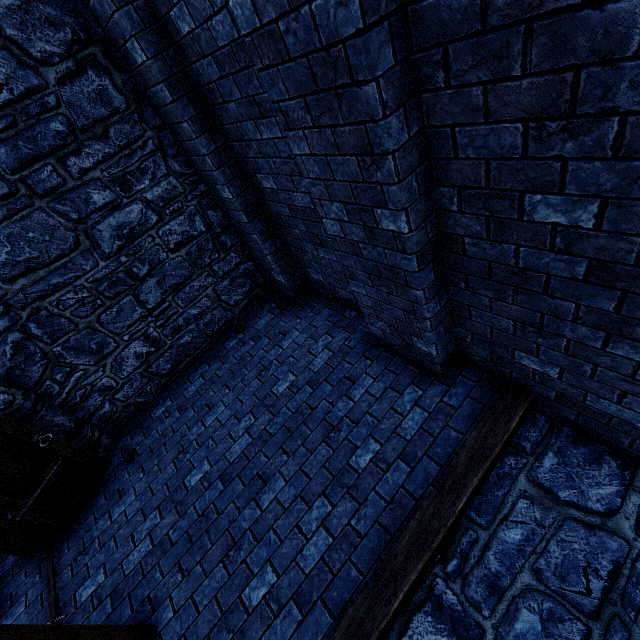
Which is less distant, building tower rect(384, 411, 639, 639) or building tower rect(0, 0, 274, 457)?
building tower rect(384, 411, 639, 639)

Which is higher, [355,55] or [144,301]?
[355,55]

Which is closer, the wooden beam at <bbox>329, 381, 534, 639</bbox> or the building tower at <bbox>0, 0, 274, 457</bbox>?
the wooden beam at <bbox>329, 381, 534, 639</bbox>

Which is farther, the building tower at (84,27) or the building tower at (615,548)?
the building tower at (84,27)

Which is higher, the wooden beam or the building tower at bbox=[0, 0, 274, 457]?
the building tower at bbox=[0, 0, 274, 457]

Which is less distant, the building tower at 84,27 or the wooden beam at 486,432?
the wooden beam at 486,432

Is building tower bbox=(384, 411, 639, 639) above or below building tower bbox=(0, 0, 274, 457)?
below
